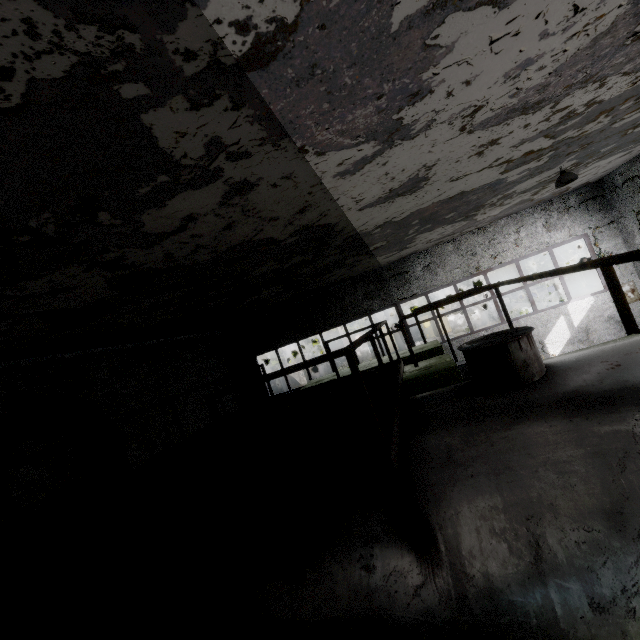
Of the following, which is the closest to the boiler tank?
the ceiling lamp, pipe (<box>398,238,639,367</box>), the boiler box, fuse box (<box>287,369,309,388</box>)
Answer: the boiler box

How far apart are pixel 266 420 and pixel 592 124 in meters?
8.1

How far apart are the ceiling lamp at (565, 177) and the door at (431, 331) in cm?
2783

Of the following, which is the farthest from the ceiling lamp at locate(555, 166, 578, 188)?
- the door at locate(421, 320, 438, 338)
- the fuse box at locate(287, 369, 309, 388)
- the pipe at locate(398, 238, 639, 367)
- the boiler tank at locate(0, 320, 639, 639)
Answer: the door at locate(421, 320, 438, 338)

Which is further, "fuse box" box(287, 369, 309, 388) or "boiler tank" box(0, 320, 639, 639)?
"fuse box" box(287, 369, 309, 388)

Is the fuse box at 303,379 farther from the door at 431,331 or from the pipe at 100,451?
the door at 431,331

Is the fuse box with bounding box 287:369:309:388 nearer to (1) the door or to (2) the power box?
(1) the door

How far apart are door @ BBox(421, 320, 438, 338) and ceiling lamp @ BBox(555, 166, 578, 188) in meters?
27.8
